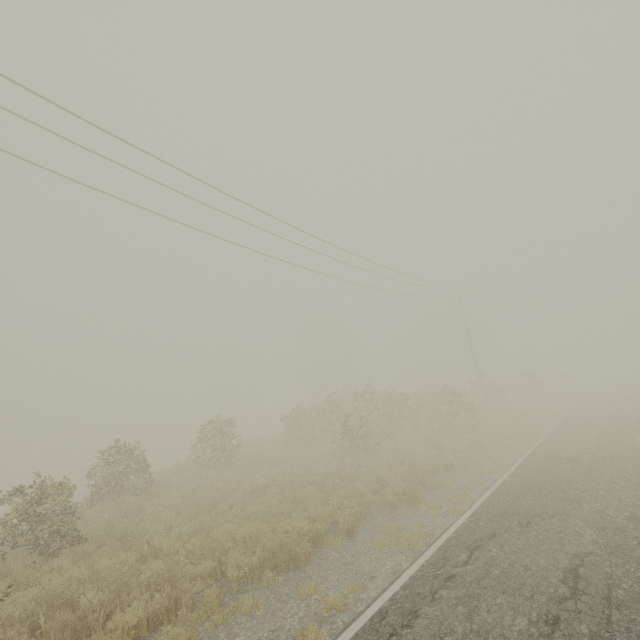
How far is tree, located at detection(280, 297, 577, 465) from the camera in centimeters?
1816cm

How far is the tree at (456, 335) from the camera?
18.2 meters

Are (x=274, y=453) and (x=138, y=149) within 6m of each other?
no
